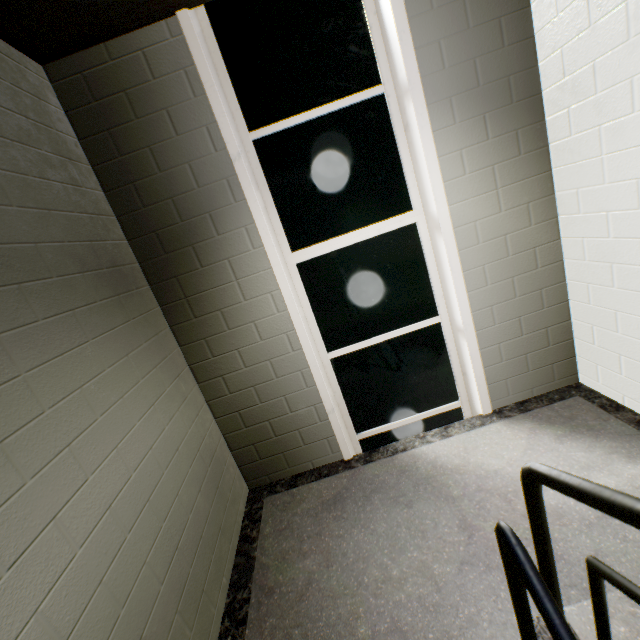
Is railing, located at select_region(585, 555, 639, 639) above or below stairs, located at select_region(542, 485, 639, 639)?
above

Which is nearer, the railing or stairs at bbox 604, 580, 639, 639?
the railing

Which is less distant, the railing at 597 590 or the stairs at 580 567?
the railing at 597 590

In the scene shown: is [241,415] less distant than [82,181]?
No

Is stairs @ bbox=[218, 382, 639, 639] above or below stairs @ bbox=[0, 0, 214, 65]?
below
